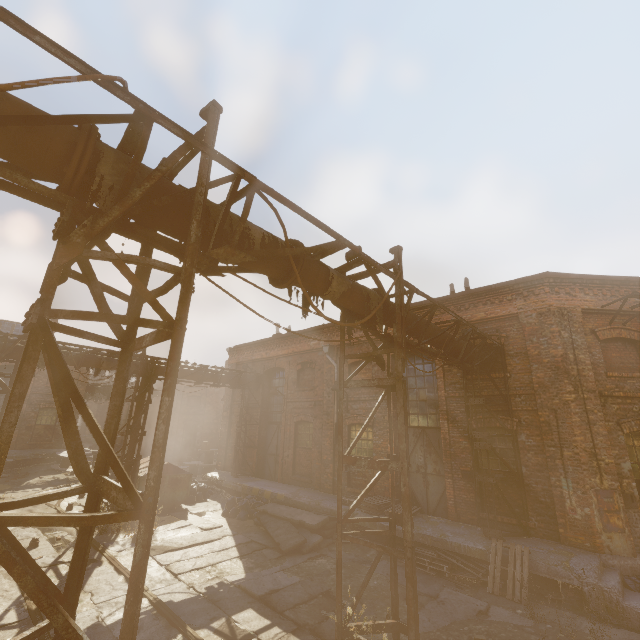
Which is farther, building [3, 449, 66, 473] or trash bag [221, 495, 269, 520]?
building [3, 449, 66, 473]

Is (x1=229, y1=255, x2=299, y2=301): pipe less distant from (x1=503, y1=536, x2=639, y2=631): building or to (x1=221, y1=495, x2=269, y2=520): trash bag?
(x1=503, y1=536, x2=639, y2=631): building

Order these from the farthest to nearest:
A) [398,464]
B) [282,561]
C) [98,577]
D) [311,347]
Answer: [311,347] → [282,561] → [98,577] → [398,464]

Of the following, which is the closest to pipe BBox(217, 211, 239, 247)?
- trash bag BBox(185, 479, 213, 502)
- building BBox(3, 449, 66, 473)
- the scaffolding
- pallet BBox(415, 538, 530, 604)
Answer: the scaffolding

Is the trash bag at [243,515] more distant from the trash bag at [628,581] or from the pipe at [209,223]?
A: the trash bag at [628,581]

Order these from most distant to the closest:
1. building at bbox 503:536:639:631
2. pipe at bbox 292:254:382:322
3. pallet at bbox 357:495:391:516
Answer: pallet at bbox 357:495:391:516
building at bbox 503:536:639:631
pipe at bbox 292:254:382:322

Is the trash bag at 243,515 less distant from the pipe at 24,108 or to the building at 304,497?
the building at 304,497

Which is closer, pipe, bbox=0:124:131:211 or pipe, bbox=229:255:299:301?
pipe, bbox=0:124:131:211
